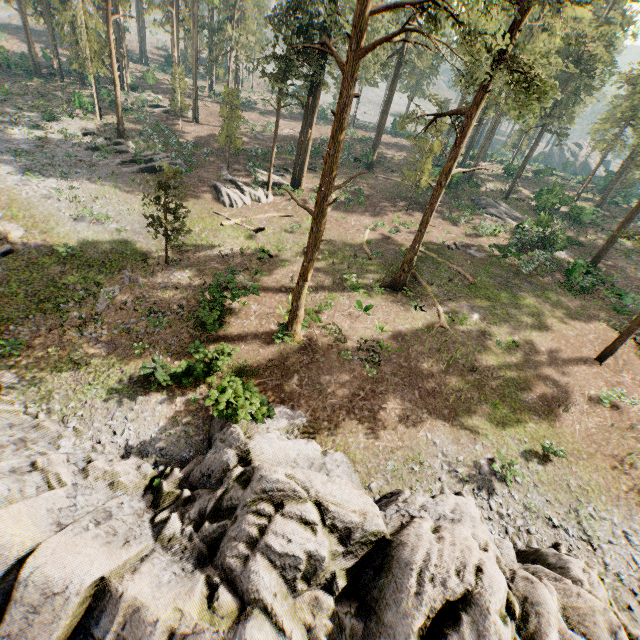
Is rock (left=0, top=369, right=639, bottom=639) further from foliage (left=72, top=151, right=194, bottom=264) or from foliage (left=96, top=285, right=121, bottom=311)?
foliage (left=72, top=151, right=194, bottom=264)

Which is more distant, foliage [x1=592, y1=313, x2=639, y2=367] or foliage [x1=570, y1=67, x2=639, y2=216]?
foliage [x1=570, y1=67, x2=639, y2=216]

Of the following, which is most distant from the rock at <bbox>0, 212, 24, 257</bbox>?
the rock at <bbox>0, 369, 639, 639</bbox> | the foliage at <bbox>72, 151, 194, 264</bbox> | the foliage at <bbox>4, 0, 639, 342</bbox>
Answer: the foliage at <bbox>72, 151, 194, 264</bbox>

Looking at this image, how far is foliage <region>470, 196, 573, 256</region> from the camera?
30.7 meters

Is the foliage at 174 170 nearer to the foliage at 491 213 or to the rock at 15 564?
the foliage at 491 213

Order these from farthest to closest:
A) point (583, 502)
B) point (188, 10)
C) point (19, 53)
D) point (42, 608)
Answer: point (19, 53) → point (188, 10) → point (583, 502) → point (42, 608)

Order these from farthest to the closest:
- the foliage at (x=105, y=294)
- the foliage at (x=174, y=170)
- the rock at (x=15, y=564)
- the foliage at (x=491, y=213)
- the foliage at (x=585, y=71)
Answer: the foliage at (x=491, y=213)
the foliage at (x=174, y=170)
the foliage at (x=105, y=294)
the foliage at (x=585, y=71)
the rock at (x=15, y=564)
